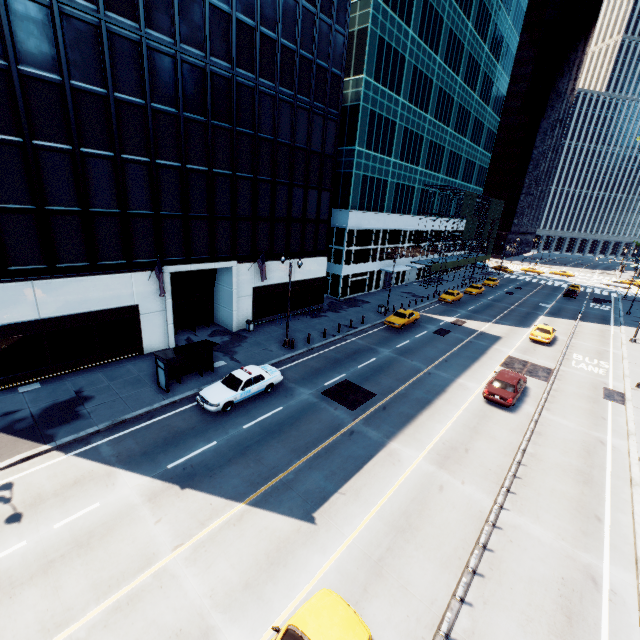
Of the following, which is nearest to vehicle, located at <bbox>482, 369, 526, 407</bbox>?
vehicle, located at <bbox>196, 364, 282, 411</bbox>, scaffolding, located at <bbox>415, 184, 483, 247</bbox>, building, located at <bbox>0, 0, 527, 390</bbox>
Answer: vehicle, located at <bbox>196, 364, 282, 411</bbox>

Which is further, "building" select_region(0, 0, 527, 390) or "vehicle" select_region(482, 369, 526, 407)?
"vehicle" select_region(482, 369, 526, 407)

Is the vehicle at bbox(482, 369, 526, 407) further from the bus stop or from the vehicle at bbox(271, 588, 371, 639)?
the bus stop

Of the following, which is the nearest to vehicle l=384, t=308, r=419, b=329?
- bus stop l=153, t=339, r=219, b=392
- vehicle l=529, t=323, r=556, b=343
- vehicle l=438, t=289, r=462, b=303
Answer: vehicle l=438, t=289, r=462, b=303

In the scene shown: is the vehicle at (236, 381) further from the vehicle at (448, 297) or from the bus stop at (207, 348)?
the vehicle at (448, 297)

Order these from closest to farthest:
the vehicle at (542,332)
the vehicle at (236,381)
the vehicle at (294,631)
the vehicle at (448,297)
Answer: A:
1. the vehicle at (294,631)
2. the vehicle at (236,381)
3. the vehicle at (542,332)
4. the vehicle at (448,297)

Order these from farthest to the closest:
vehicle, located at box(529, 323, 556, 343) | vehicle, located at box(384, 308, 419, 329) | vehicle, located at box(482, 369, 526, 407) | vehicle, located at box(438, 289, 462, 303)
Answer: vehicle, located at box(438, 289, 462, 303) → vehicle, located at box(384, 308, 419, 329) → vehicle, located at box(529, 323, 556, 343) → vehicle, located at box(482, 369, 526, 407)

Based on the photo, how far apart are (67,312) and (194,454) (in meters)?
12.16
